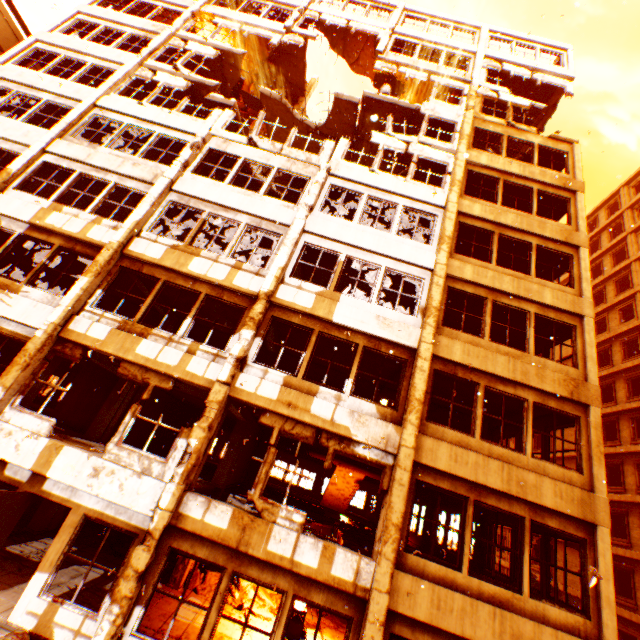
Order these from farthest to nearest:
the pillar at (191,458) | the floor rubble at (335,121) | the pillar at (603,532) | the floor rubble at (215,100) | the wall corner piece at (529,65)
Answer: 1. the wall corner piece at (529,65)
2. the floor rubble at (335,121)
3. the floor rubble at (215,100)
4. the pillar at (603,532)
5. the pillar at (191,458)

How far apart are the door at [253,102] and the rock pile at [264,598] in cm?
2010

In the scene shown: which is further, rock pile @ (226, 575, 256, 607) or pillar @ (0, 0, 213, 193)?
pillar @ (0, 0, 213, 193)

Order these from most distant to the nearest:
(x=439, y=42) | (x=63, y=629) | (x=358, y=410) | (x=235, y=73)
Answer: (x=439, y=42) < (x=235, y=73) < (x=358, y=410) < (x=63, y=629)

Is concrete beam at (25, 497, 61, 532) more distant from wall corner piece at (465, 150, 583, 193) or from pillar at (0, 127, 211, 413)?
wall corner piece at (465, 150, 583, 193)

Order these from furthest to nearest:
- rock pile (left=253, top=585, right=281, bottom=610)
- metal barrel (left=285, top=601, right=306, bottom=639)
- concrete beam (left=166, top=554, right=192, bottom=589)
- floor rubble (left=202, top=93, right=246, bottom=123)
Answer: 1. floor rubble (left=202, top=93, right=246, bottom=123)
2. rock pile (left=253, top=585, right=281, bottom=610)
3. concrete beam (left=166, top=554, right=192, bottom=589)
4. metal barrel (left=285, top=601, right=306, bottom=639)

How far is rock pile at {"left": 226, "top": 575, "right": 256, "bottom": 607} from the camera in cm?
1039

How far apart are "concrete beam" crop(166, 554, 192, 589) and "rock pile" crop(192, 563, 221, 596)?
0.32m
